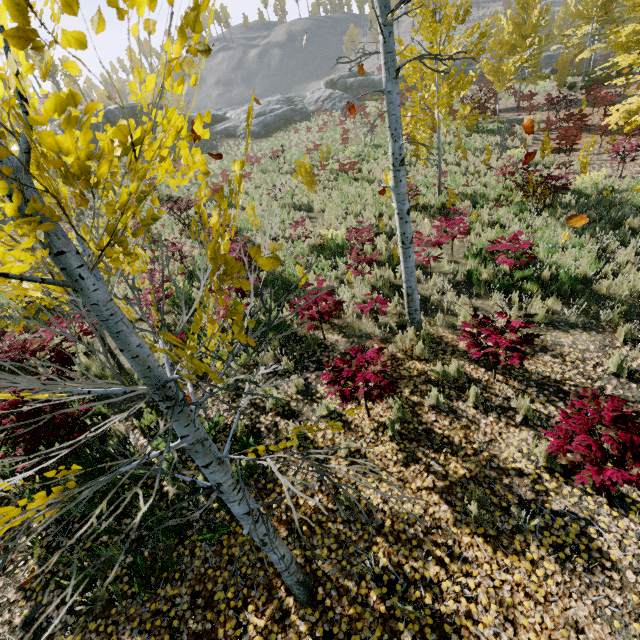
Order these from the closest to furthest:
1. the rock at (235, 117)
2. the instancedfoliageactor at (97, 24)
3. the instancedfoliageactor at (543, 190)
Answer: the instancedfoliageactor at (97, 24) < the instancedfoliageactor at (543, 190) < the rock at (235, 117)

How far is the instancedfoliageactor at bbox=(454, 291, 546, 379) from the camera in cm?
437

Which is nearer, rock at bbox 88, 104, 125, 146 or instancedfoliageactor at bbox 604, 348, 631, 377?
instancedfoliageactor at bbox 604, 348, 631, 377

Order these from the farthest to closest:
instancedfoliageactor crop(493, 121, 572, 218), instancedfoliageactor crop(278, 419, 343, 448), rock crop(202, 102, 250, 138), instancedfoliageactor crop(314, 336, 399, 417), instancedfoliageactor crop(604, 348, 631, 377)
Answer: rock crop(202, 102, 250, 138) → instancedfoliageactor crop(493, 121, 572, 218) → instancedfoliageactor crop(604, 348, 631, 377) → instancedfoliageactor crop(314, 336, 399, 417) → instancedfoliageactor crop(278, 419, 343, 448)

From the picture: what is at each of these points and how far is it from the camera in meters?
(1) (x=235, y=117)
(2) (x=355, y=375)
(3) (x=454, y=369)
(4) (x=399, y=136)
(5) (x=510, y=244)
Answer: (1) rock, 35.4
(2) instancedfoliageactor, 4.5
(3) instancedfoliageactor, 5.2
(4) instancedfoliageactor, 4.4
(5) instancedfoliageactor, 6.7

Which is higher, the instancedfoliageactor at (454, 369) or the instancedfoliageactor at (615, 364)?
the instancedfoliageactor at (454, 369)

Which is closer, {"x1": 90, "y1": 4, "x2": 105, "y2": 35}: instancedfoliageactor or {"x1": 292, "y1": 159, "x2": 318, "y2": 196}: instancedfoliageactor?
{"x1": 90, "y1": 4, "x2": 105, "y2": 35}: instancedfoliageactor
